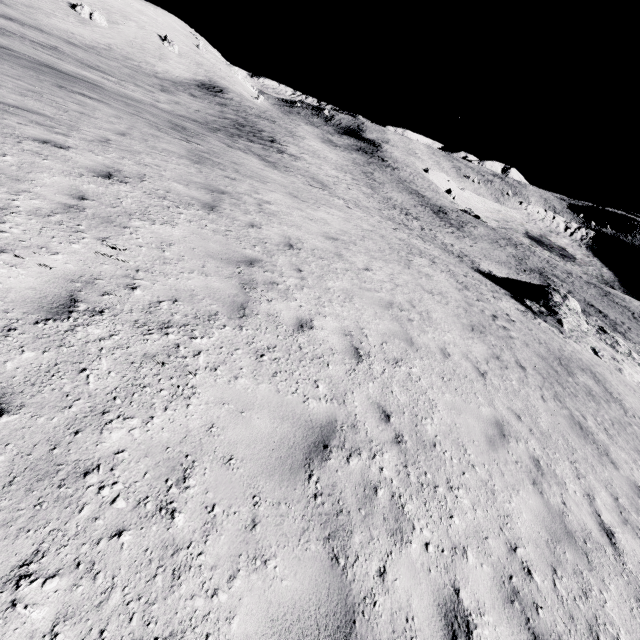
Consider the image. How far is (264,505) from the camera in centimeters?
281cm
